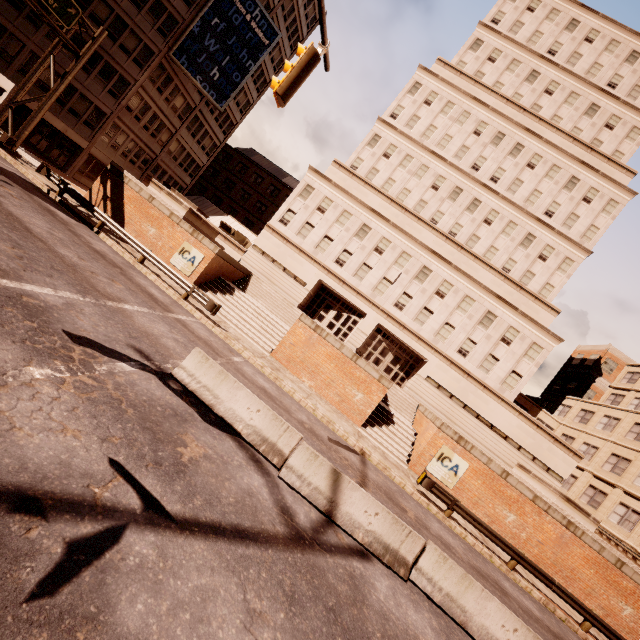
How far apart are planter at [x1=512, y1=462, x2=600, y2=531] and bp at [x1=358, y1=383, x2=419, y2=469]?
7.9 meters

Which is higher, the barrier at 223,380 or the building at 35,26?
the building at 35,26

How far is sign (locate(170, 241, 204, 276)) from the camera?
21.05m

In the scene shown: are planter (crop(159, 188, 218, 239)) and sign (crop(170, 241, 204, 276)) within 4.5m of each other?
yes

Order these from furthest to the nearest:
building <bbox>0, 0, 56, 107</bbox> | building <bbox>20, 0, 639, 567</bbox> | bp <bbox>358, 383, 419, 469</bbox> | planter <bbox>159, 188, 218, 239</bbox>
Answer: building <bbox>20, 0, 639, 567</bbox>, building <bbox>0, 0, 56, 107</bbox>, planter <bbox>159, 188, 218, 239</bbox>, bp <bbox>358, 383, 419, 469</bbox>

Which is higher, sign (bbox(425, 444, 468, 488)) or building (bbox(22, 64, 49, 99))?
building (bbox(22, 64, 49, 99))

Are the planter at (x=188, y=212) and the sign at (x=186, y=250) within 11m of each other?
yes

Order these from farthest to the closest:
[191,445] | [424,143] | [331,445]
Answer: A:
1. [424,143]
2. [331,445]
3. [191,445]
